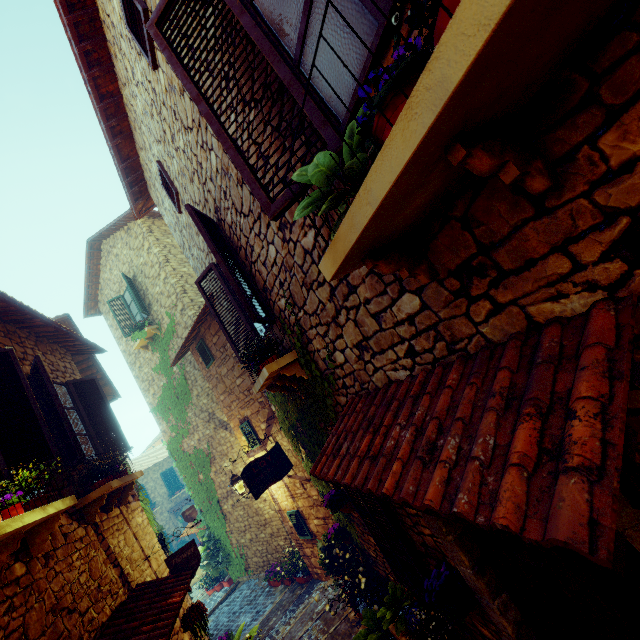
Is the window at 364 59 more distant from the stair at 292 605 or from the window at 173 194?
the stair at 292 605

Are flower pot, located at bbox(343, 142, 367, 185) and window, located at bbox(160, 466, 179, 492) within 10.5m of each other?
no

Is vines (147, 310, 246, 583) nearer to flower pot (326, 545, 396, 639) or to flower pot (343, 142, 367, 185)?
flower pot (326, 545, 396, 639)

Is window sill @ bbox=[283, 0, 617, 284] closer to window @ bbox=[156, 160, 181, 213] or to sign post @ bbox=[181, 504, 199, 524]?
window @ bbox=[156, 160, 181, 213]

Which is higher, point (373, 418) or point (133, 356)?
point (133, 356)

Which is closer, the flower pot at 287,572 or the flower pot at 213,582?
the flower pot at 287,572

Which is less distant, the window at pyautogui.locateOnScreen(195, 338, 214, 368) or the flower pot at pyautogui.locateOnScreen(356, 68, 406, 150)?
the flower pot at pyautogui.locateOnScreen(356, 68, 406, 150)

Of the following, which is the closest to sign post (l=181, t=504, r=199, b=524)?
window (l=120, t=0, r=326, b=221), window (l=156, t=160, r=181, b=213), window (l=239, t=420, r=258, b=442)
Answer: window (l=239, t=420, r=258, b=442)
